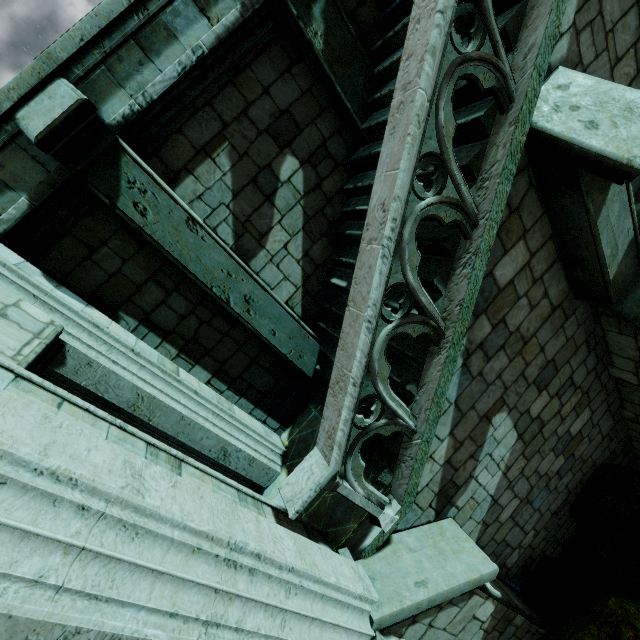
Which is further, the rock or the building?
the rock

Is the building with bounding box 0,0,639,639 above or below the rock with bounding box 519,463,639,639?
above

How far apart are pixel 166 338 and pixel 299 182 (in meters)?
3.06

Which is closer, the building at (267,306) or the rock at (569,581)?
the building at (267,306)

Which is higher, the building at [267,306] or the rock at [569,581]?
the building at [267,306]
